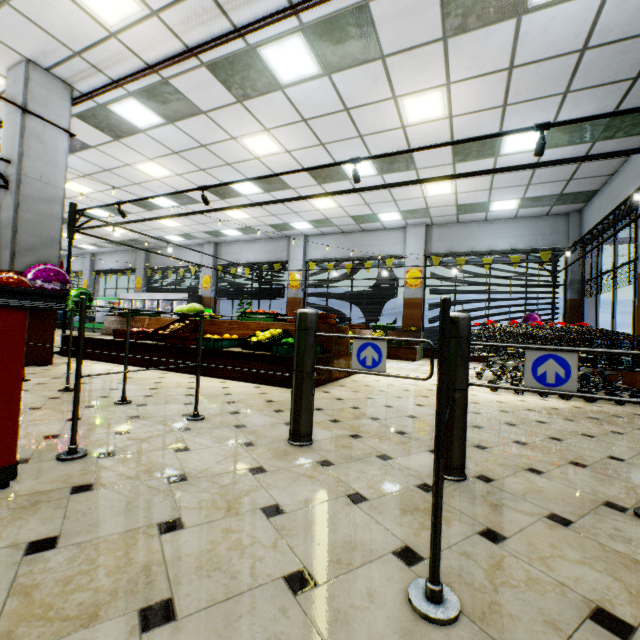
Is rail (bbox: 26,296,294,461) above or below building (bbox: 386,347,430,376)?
above

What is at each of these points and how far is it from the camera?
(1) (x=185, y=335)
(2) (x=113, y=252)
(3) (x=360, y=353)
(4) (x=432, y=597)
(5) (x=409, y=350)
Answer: (1) fruit crate, 5.46m
(2) building, 19.86m
(3) rail gate, 2.29m
(4) rail, 1.02m
(5) wooden stand, 10.27m

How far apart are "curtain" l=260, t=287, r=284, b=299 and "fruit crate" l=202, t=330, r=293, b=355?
8.8m

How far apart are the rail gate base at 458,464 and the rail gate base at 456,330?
0.3 meters

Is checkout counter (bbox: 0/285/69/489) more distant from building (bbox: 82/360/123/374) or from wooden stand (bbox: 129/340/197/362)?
wooden stand (bbox: 129/340/197/362)

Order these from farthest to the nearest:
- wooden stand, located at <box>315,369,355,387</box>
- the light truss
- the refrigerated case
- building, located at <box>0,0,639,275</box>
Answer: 1. the refrigerated case
2. wooden stand, located at <box>315,369,355,387</box>
3. building, located at <box>0,0,639,275</box>
4. the light truss

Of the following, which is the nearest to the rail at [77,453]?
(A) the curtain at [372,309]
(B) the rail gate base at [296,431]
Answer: (B) the rail gate base at [296,431]

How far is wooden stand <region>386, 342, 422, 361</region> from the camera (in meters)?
10.20
